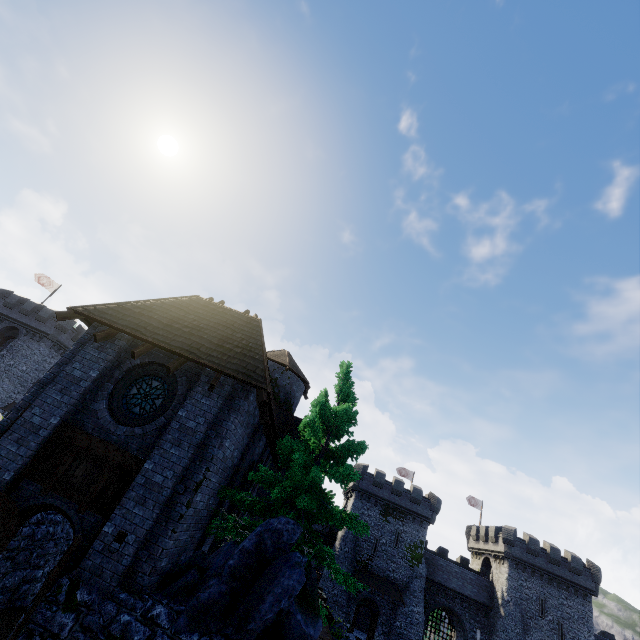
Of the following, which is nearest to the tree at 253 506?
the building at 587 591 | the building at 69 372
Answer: the building at 69 372

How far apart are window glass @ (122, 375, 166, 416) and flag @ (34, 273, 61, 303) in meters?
44.0 m

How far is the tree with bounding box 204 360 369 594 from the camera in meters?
9.4 m

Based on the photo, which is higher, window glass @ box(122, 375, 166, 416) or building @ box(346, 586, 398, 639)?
window glass @ box(122, 375, 166, 416)

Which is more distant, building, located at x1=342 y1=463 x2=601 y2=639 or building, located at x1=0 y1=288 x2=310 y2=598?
building, located at x1=342 y1=463 x2=601 y2=639

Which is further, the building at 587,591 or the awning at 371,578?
the building at 587,591

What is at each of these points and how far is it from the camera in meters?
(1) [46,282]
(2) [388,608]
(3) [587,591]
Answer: (1) flag, 42.2
(2) building, 36.1
(3) building, 37.8

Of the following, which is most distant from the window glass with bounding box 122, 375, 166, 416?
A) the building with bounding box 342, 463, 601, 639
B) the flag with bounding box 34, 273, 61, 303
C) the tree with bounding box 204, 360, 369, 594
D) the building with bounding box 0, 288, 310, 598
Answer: the flag with bounding box 34, 273, 61, 303
